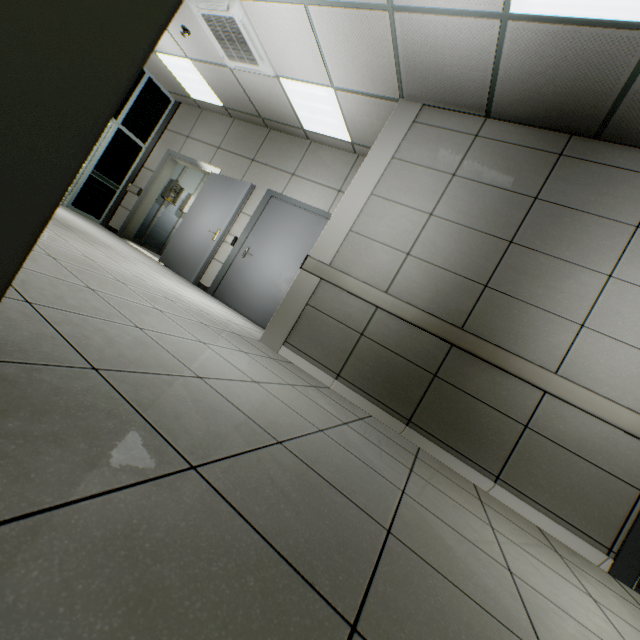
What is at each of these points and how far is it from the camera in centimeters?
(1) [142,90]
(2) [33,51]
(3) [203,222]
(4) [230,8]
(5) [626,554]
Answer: (1) doorway, 671cm
(2) door, 36cm
(3) door, 589cm
(4) air conditioning vent, 382cm
(5) doorway, 230cm

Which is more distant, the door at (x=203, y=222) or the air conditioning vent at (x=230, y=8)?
the door at (x=203, y=222)

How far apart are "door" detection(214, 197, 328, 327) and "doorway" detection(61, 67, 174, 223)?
3.80m

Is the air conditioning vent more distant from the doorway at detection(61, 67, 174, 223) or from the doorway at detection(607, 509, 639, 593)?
the doorway at detection(607, 509, 639, 593)

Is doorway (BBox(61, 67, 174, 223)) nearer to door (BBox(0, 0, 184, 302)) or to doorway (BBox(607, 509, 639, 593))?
door (BBox(0, 0, 184, 302))

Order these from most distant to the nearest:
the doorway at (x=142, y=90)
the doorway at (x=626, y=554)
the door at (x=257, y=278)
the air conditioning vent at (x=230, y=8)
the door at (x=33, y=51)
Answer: the doorway at (x=142, y=90) → the door at (x=257, y=278) → the air conditioning vent at (x=230, y=8) → the doorway at (x=626, y=554) → the door at (x=33, y=51)

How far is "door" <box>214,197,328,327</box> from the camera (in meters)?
5.25

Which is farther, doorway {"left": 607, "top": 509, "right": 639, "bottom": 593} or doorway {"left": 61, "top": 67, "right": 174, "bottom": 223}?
doorway {"left": 61, "top": 67, "right": 174, "bottom": 223}
